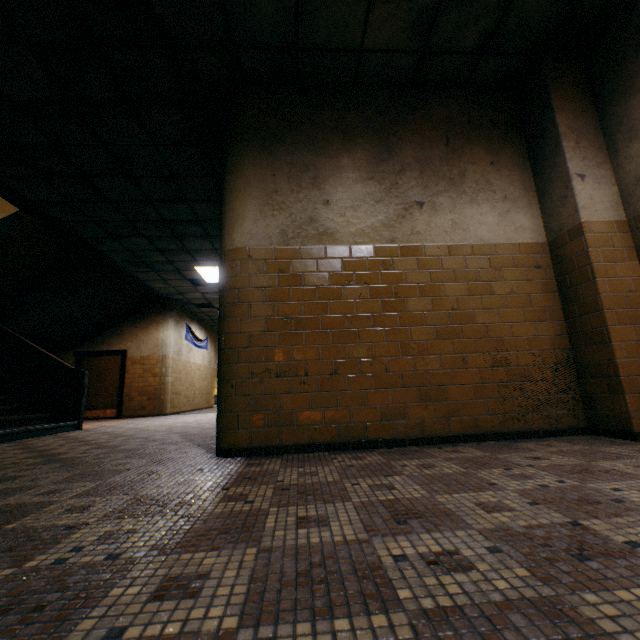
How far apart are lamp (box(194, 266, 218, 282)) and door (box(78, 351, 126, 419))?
3.87m

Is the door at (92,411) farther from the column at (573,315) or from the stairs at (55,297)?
the column at (573,315)

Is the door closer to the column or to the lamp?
the lamp

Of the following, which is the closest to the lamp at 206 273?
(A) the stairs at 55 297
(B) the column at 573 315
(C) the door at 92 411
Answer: (A) the stairs at 55 297

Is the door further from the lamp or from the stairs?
the lamp

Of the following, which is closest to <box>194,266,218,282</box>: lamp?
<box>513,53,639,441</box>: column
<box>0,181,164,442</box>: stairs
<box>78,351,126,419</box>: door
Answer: <box>0,181,164,442</box>: stairs

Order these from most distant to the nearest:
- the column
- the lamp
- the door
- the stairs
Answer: the door, the lamp, the stairs, the column

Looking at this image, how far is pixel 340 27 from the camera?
3.1 meters
